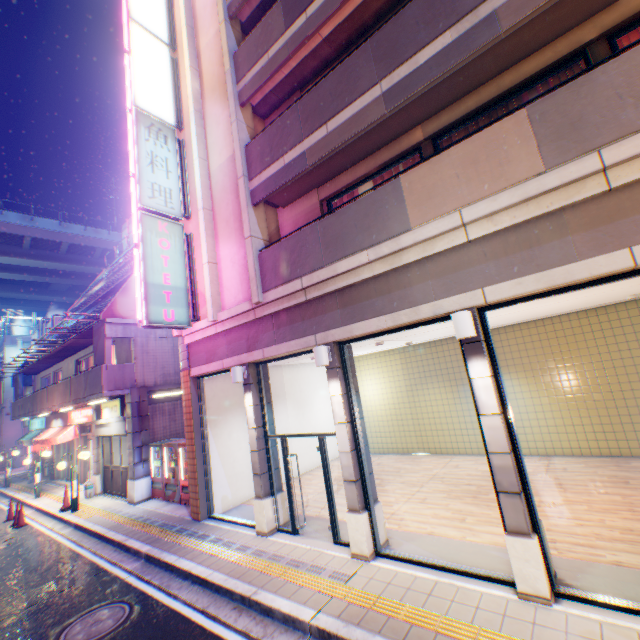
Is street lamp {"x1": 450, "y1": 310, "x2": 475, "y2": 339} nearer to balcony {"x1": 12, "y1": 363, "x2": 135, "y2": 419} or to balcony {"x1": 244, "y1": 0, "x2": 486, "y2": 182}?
balcony {"x1": 244, "y1": 0, "x2": 486, "y2": 182}

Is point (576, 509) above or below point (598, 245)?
below

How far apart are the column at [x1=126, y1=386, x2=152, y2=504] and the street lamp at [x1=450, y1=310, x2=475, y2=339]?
12.8m

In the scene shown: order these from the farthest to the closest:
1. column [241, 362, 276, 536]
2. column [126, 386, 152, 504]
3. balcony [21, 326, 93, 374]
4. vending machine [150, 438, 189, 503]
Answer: balcony [21, 326, 93, 374]
column [126, 386, 152, 504]
vending machine [150, 438, 189, 503]
column [241, 362, 276, 536]

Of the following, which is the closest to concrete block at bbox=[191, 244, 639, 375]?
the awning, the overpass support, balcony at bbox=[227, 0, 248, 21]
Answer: balcony at bbox=[227, 0, 248, 21]

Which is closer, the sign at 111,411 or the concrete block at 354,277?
the concrete block at 354,277

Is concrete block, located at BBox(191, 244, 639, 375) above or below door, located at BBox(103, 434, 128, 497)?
above

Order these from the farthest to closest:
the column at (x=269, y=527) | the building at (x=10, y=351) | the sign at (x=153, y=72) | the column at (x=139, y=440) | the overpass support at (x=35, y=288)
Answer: the overpass support at (x=35, y=288) < the building at (x=10, y=351) < the column at (x=139, y=440) < the sign at (x=153, y=72) < the column at (x=269, y=527)
